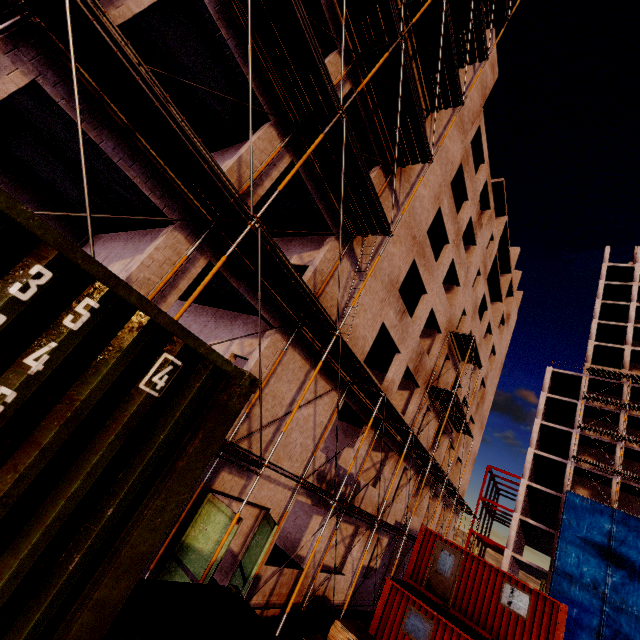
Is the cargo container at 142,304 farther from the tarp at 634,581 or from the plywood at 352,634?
the tarp at 634,581

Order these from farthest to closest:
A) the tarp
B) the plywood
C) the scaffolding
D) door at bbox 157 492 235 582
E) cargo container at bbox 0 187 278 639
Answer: the tarp
the plywood
door at bbox 157 492 235 582
the scaffolding
cargo container at bbox 0 187 278 639

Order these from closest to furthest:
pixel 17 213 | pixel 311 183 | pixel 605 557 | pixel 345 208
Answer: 1. pixel 17 213
2. pixel 311 183
3. pixel 345 208
4. pixel 605 557

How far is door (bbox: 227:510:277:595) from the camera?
8.9 meters

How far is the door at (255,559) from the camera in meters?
8.9

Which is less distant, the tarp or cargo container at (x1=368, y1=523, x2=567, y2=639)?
cargo container at (x1=368, y1=523, x2=567, y2=639)

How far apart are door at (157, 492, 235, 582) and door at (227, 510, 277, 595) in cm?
173

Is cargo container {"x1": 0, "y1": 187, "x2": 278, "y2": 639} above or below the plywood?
above
